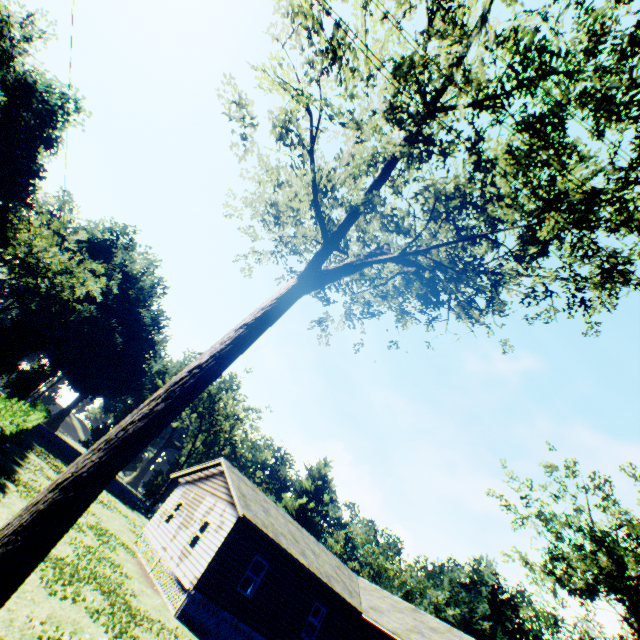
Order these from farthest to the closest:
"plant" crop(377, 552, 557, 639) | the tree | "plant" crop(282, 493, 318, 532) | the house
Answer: "plant" crop(282, 493, 318, 532), "plant" crop(377, 552, 557, 639), the house, the tree

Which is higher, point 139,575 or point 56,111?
point 56,111

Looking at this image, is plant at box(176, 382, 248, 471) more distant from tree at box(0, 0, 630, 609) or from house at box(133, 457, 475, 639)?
house at box(133, 457, 475, 639)

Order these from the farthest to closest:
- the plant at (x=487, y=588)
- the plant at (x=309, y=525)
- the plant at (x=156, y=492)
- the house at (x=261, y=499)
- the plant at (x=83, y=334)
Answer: the plant at (x=309, y=525) → the plant at (x=487, y=588) → the plant at (x=156, y=492) → the plant at (x=83, y=334) → the house at (x=261, y=499)

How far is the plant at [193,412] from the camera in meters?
51.7 m

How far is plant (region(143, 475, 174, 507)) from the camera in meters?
47.7

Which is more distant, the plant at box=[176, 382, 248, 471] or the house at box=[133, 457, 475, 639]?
the plant at box=[176, 382, 248, 471]
